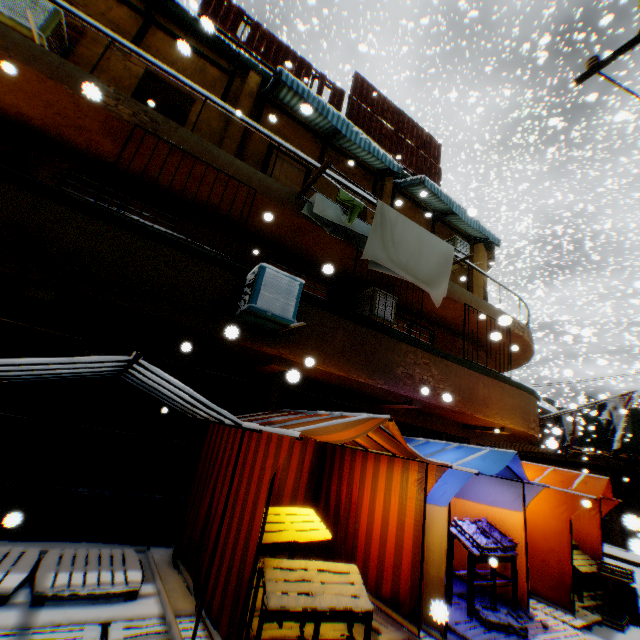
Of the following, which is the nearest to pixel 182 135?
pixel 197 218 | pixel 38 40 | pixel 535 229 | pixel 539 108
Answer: pixel 197 218

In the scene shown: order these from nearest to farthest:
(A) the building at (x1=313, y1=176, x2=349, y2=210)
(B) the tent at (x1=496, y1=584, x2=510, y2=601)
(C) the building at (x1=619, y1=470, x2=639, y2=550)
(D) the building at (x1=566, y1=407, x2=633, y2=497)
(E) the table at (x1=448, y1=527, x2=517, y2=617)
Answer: (C) the building at (x1=619, y1=470, x2=639, y2=550)
(E) the table at (x1=448, y1=527, x2=517, y2=617)
(B) the tent at (x1=496, y1=584, x2=510, y2=601)
(A) the building at (x1=313, y1=176, x2=349, y2=210)
(D) the building at (x1=566, y1=407, x2=633, y2=497)

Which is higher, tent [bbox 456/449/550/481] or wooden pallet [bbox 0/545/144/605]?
tent [bbox 456/449/550/481]

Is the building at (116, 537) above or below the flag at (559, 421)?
below

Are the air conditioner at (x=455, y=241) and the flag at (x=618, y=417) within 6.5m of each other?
yes

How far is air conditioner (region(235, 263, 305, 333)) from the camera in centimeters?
506cm

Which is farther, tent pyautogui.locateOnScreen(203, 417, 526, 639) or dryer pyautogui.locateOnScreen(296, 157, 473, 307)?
dryer pyautogui.locateOnScreen(296, 157, 473, 307)

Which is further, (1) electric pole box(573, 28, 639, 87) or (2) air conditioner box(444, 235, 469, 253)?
(2) air conditioner box(444, 235, 469, 253)
